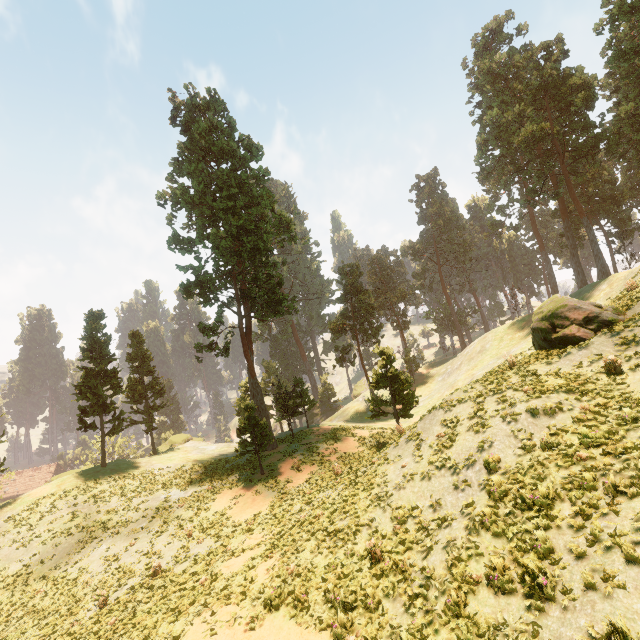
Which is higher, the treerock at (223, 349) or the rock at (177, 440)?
the treerock at (223, 349)

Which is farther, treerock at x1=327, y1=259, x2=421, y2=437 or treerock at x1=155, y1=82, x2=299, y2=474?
treerock at x1=155, y1=82, x2=299, y2=474

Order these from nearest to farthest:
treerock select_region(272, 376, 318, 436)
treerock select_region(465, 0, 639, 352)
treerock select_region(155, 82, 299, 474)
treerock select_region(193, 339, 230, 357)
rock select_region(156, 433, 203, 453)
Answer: treerock select_region(465, 0, 639, 352) → treerock select_region(155, 82, 299, 474) → treerock select_region(193, 339, 230, 357) → treerock select_region(272, 376, 318, 436) → rock select_region(156, 433, 203, 453)

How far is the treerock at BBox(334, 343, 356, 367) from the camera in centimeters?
4699cm

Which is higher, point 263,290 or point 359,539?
point 263,290

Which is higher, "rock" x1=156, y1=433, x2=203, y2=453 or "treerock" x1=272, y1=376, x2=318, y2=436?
"treerock" x1=272, y1=376, x2=318, y2=436

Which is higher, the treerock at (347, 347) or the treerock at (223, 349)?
the treerock at (223, 349)
